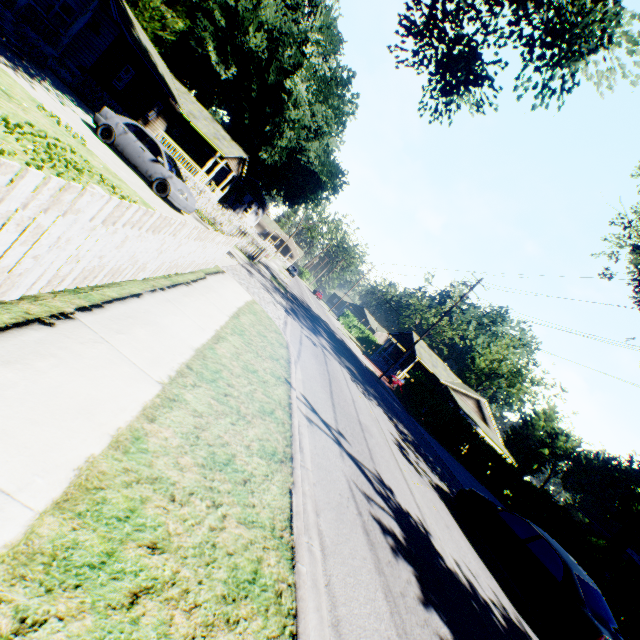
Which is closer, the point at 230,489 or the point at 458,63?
the point at 230,489

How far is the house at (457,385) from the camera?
38.9 meters

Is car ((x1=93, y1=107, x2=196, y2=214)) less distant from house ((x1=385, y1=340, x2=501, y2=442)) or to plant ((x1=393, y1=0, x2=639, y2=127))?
plant ((x1=393, y1=0, x2=639, y2=127))

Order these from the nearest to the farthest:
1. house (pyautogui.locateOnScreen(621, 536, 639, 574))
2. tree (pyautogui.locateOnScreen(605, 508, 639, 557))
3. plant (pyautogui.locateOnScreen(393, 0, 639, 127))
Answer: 1. plant (pyautogui.locateOnScreen(393, 0, 639, 127))
2. tree (pyautogui.locateOnScreen(605, 508, 639, 557))
3. house (pyautogui.locateOnScreen(621, 536, 639, 574))

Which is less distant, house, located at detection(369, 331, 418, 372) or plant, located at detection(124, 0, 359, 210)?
plant, located at detection(124, 0, 359, 210)

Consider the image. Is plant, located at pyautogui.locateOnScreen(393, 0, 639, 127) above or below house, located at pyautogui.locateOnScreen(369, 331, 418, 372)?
above

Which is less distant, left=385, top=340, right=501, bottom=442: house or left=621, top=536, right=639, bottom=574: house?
left=621, top=536, right=639, bottom=574: house

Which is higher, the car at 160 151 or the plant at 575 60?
the plant at 575 60
